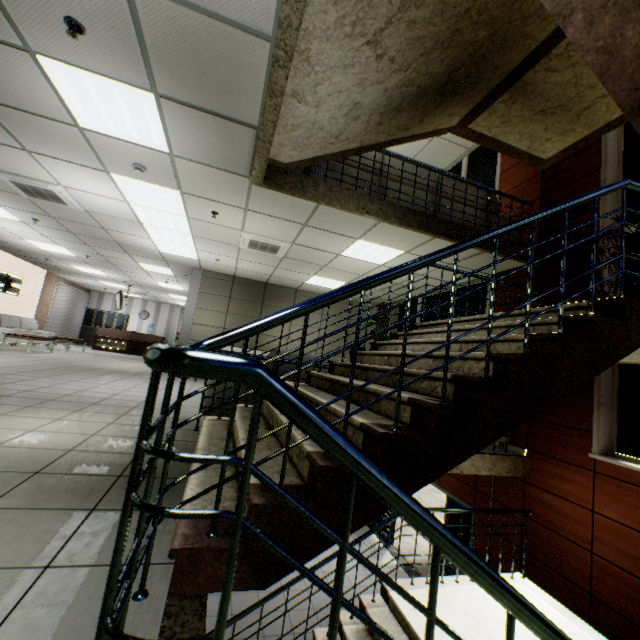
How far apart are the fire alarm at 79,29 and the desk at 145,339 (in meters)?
16.32

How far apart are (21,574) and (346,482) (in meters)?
1.36

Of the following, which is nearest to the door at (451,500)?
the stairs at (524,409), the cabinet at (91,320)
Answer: the stairs at (524,409)

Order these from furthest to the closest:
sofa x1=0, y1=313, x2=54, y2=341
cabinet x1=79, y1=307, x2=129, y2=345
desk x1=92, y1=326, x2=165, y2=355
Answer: cabinet x1=79, y1=307, x2=129, y2=345 → desk x1=92, y1=326, x2=165, y2=355 → sofa x1=0, y1=313, x2=54, y2=341

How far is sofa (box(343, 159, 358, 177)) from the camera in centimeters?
499cm

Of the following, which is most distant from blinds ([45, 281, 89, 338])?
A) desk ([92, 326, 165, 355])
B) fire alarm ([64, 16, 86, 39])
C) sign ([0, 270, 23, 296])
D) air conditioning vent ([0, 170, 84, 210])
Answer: fire alarm ([64, 16, 86, 39])

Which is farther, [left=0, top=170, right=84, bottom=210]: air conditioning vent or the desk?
the desk

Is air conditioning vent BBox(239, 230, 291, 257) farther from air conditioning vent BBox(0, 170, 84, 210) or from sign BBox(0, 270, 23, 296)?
sign BBox(0, 270, 23, 296)
